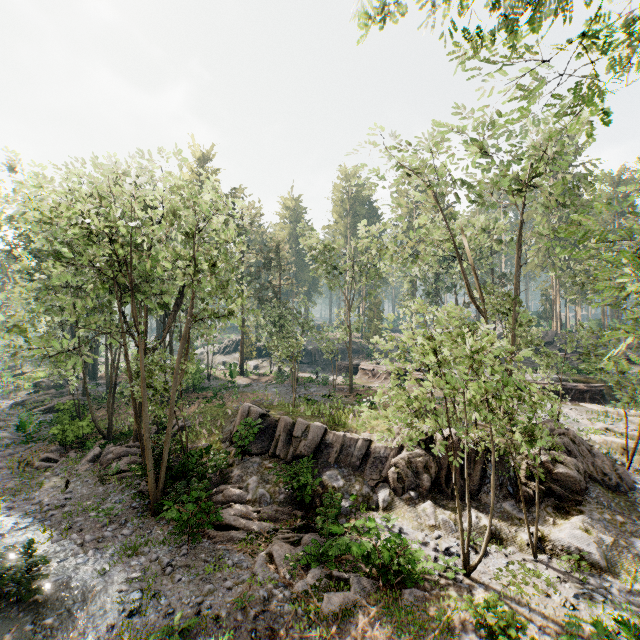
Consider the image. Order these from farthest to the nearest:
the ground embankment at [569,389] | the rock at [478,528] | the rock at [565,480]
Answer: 1. the ground embankment at [569,389]
2. the rock at [478,528]
3. the rock at [565,480]

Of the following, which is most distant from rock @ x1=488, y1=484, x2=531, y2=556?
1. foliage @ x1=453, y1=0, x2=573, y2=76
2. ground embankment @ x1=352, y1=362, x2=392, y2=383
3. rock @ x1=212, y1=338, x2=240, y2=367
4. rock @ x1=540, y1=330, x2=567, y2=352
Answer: rock @ x1=540, y1=330, x2=567, y2=352

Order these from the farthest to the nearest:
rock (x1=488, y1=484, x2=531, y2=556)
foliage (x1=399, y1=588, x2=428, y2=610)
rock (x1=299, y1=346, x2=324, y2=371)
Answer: rock (x1=299, y1=346, x2=324, y2=371) < rock (x1=488, y1=484, x2=531, y2=556) < foliage (x1=399, y1=588, x2=428, y2=610)

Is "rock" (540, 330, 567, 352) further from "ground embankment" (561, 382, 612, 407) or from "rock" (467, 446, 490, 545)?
"rock" (467, 446, 490, 545)

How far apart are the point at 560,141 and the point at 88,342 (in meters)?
32.77

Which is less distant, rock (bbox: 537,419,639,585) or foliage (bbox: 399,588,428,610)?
foliage (bbox: 399,588,428,610)

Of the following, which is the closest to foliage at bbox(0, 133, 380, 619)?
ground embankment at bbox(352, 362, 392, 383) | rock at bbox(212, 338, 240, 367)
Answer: ground embankment at bbox(352, 362, 392, 383)

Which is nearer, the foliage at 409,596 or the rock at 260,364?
the foliage at 409,596
